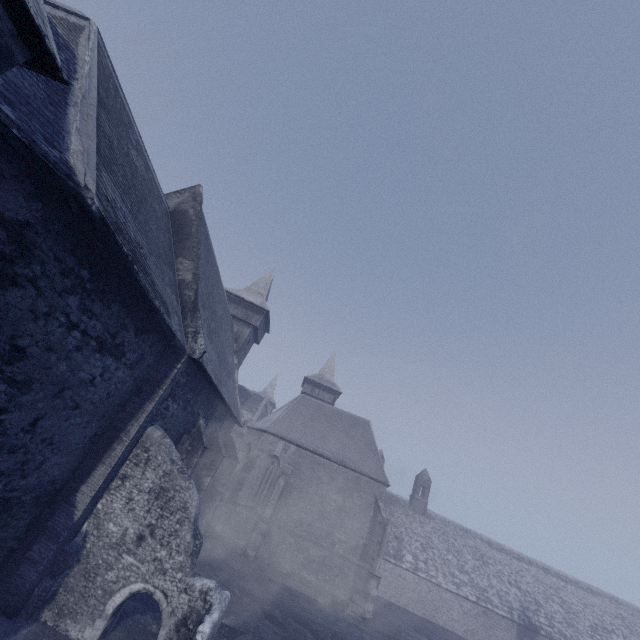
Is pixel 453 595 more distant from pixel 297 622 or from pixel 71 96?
pixel 71 96
